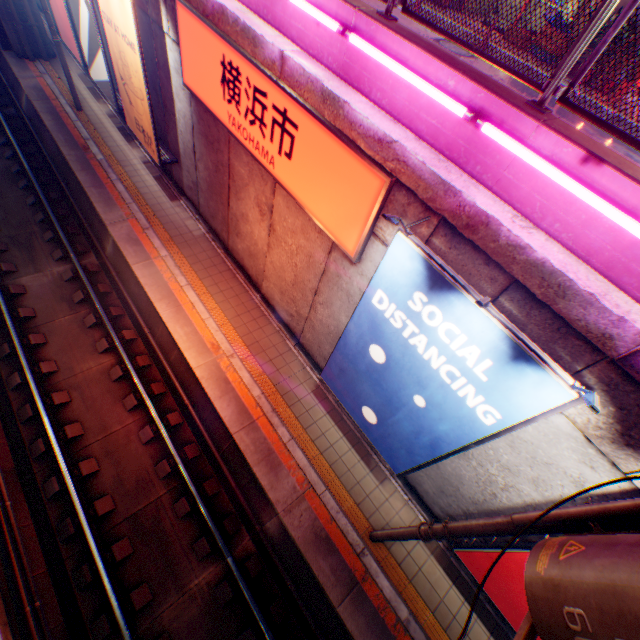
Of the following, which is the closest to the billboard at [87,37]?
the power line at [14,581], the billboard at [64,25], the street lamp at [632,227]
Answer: the billboard at [64,25]

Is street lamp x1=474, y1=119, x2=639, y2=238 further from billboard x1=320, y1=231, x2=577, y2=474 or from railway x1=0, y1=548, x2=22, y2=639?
railway x1=0, y1=548, x2=22, y2=639

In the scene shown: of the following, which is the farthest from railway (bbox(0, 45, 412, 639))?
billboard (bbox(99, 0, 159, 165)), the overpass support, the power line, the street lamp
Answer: the street lamp

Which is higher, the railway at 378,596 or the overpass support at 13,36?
the overpass support at 13,36

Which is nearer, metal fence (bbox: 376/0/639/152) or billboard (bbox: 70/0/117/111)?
metal fence (bbox: 376/0/639/152)

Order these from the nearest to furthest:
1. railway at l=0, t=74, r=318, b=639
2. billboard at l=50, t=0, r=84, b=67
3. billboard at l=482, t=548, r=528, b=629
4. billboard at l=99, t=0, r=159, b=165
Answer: billboard at l=482, t=548, r=528, b=629
railway at l=0, t=74, r=318, b=639
billboard at l=99, t=0, r=159, b=165
billboard at l=50, t=0, r=84, b=67

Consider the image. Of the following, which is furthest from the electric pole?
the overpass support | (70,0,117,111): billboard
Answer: (70,0,117,111): billboard

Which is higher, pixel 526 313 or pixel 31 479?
pixel 526 313
